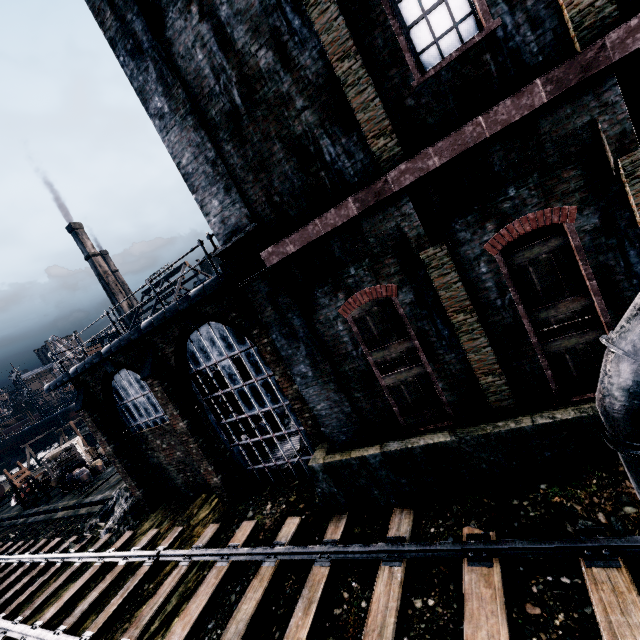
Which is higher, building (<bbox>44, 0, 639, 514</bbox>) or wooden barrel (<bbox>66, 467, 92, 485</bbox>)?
building (<bbox>44, 0, 639, 514</bbox>)

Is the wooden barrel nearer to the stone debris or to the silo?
the stone debris

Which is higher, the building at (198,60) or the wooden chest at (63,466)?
the building at (198,60)

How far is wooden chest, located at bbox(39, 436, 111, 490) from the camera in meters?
27.7 m

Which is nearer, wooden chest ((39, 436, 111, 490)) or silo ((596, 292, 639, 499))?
silo ((596, 292, 639, 499))

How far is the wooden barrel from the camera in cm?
2695

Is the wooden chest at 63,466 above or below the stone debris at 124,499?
above

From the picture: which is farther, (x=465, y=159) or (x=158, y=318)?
(x=158, y=318)
